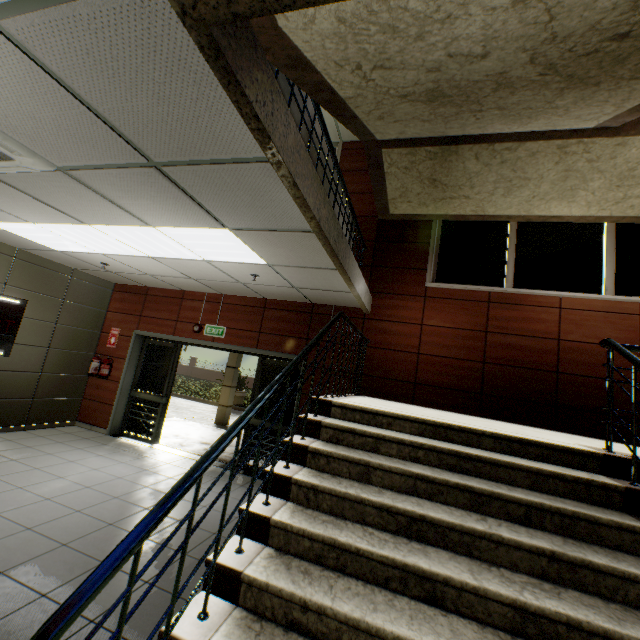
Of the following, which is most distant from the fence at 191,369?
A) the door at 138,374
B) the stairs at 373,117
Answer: the stairs at 373,117

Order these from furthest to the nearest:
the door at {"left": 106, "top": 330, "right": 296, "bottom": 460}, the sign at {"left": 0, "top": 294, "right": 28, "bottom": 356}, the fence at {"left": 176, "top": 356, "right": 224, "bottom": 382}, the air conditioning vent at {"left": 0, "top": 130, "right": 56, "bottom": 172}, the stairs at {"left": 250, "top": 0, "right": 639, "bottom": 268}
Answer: the fence at {"left": 176, "top": 356, "right": 224, "bottom": 382} < the door at {"left": 106, "top": 330, "right": 296, "bottom": 460} < the sign at {"left": 0, "top": 294, "right": 28, "bottom": 356} < the air conditioning vent at {"left": 0, "top": 130, "right": 56, "bottom": 172} < the stairs at {"left": 250, "top": 0, "right": 639, "bottom": 268}

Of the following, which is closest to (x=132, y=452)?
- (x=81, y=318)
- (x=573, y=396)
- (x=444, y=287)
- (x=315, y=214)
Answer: (x=81, y=318)

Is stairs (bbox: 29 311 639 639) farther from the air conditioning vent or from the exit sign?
the exit sign

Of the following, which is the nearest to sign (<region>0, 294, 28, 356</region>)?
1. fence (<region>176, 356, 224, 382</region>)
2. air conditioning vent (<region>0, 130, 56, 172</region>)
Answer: air conditioning vent (<region>0, 130, 56, 172</region>)

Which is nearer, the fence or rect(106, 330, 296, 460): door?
rect(106, 330, 296, 460): door

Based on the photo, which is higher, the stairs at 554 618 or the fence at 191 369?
the stairs at 554 618

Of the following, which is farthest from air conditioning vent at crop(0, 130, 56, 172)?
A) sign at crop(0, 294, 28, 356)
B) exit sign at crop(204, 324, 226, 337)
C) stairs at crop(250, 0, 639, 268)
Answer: exit sign at crop(204, 324, 226, 337)
